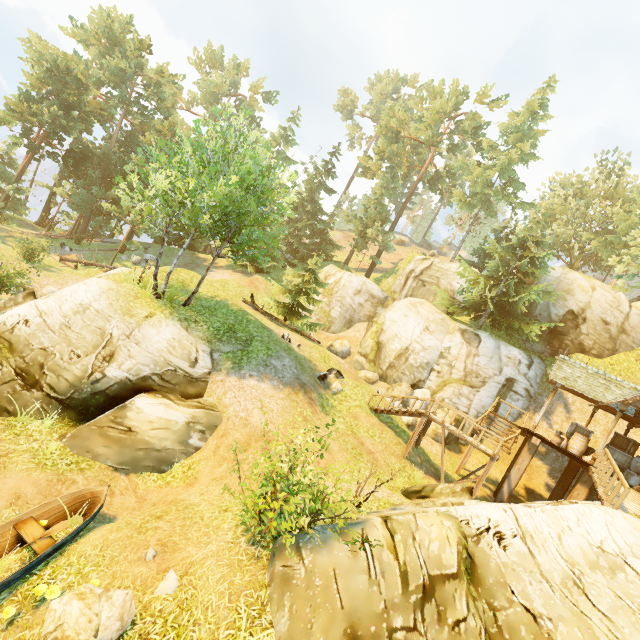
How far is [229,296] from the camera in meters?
21.9 m

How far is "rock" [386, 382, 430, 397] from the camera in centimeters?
2206cm

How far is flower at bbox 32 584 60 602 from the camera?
6.3 meters

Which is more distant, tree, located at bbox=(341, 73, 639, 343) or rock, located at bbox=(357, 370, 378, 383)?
tree, located at bbox=(341, 73, 639, 343)

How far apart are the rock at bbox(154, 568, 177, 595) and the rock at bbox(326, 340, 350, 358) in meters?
20.8

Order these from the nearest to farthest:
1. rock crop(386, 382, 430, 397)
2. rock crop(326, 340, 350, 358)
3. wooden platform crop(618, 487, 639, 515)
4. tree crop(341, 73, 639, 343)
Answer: wooden platform crop(618, 487, 639, 515) → rock crop(386, 382, 430, 397) → tree crop(341, 73, 639, 343) → rock crop(326, 340, 350, 358)

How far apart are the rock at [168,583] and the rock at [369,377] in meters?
17.4 m

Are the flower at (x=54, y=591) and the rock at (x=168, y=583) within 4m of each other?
yes
